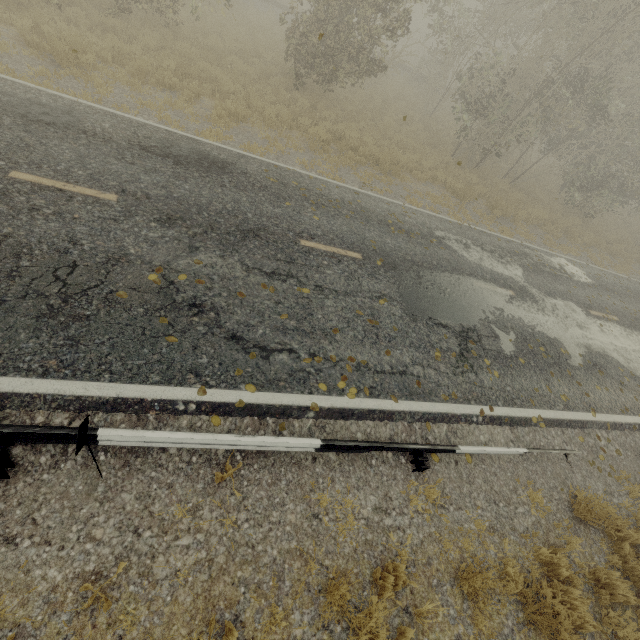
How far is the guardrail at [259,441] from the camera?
3.4 meters

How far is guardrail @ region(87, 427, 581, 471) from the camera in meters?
3.4

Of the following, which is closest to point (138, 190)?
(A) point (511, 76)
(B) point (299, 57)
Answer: (B) point (299, 57)
